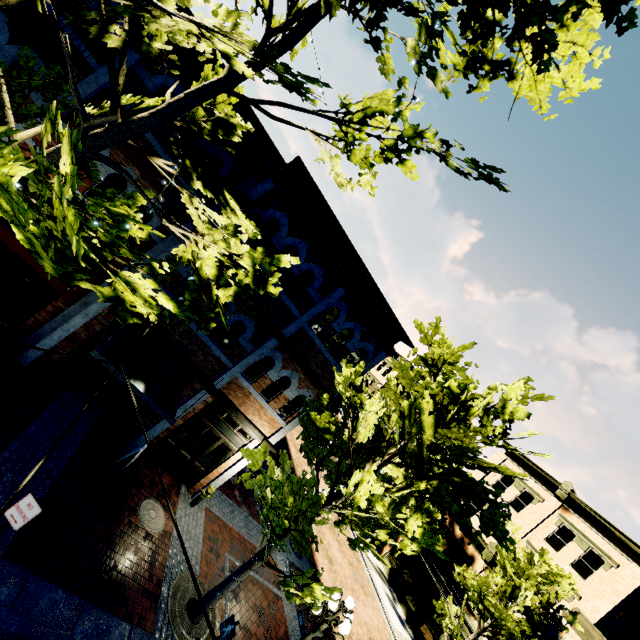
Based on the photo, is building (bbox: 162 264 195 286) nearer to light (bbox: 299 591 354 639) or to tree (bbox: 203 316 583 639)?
tree (bbox: 203 316 583 639)

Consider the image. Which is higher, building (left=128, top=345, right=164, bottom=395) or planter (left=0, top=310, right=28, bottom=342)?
building (left=128, top=345, right=164, bottom=395)

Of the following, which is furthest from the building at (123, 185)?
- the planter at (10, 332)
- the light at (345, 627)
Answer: the planter at (10, 332)

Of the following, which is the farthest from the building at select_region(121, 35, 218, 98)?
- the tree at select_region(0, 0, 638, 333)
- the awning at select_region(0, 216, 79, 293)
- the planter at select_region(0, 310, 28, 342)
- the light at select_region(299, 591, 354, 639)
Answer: the planter at select_region(0, 310, 28, 342)

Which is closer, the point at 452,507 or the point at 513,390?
the point at 513,390

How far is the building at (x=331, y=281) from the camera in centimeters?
959cm

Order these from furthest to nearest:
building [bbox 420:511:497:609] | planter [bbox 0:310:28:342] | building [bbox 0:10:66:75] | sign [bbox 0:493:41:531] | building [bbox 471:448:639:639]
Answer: building [bbox 420:511:497:609], building [bbox 471:448:639:639], planter [bbox 0:310:28:342], building [bbox 0:10:66:75], sign [bbox 0:493:41:531]

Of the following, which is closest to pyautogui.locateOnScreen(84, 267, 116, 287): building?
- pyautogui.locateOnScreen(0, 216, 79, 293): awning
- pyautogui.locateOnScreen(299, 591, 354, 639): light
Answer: pyautogui.locateOnScreen(299, 591, 354, 639): light
